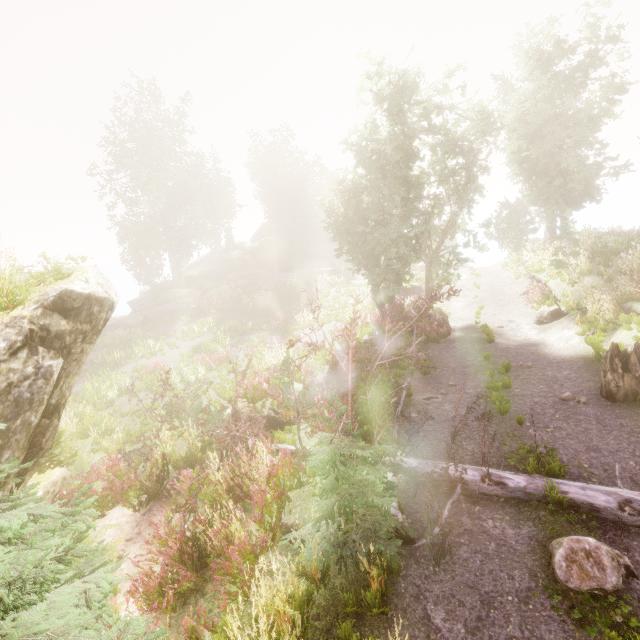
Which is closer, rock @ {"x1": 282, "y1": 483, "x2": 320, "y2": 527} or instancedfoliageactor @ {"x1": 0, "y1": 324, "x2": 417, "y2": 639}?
instancedfoliageactor @ {"x1": 0, "y1": 324, "x2": 417, "y2": 639}

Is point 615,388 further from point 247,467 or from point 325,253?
point 325,253

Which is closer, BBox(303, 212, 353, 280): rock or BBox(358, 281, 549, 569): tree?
BBox(358, 281, 549, 569): tree

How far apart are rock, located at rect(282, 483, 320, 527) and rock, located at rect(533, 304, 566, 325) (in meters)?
11.99

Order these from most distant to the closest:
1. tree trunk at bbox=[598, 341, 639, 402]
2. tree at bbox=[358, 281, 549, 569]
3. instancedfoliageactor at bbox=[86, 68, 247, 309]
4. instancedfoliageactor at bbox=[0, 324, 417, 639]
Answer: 1. instancedfoliageactor at bbox=[86, 68, 247, 309]
2. tree trunk at bbox=[598, 341, 639, 402]
3. tree at bbox=[358, 281, 549, 569]
4. instancedfoliageactor at bbox=[0, 324, 417, 639]

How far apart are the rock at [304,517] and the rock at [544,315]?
12.0m

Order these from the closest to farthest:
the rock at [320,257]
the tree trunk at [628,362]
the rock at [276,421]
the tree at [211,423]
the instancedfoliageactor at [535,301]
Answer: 1. the tree at [211,423]
2. the tree trunk at [628,362]
3. the rock at [276,421]
4. the instancedfoliageactor at [535,301]
5. the rock at [320,257]

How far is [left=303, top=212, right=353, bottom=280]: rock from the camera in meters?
36.2
